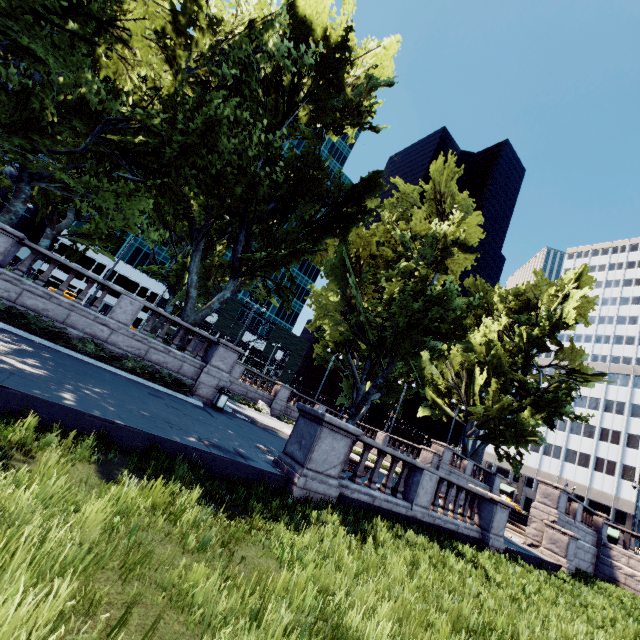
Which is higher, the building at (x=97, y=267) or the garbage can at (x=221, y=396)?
the building at (x=97, y=267)

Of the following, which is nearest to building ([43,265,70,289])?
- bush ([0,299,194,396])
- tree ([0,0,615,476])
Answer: tree ([0,0,615,476])

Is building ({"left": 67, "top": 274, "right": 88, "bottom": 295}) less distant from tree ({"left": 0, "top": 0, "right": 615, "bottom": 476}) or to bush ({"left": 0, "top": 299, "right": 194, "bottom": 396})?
tree ({"left": 0, "top": 0, "right": 615, "bottom": 476})

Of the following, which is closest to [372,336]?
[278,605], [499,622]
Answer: [499,622]

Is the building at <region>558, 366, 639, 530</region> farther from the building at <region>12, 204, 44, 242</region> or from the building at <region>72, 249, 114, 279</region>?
the building at <region>12, 204, 44, 242</region>

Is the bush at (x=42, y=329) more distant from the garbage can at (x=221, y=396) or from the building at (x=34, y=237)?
the building at (x=34, y=237)

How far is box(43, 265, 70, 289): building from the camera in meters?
54.7 m

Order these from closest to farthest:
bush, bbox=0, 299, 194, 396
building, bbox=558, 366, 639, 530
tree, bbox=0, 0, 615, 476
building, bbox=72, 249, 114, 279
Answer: bush, bbox=0, 299, 194, 396 → tree, bbox=0, 0, 615, 476 → building, bbox=558, 366, 639, 530 → building, bbox=72, 249, 114, 279
